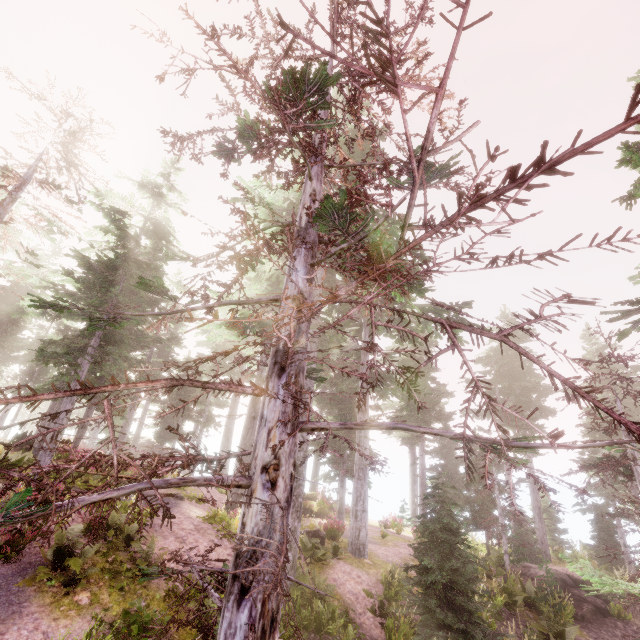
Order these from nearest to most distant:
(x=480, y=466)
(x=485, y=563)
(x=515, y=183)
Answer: (x=515, y=183), (x=485, y=563), (x=480, y=466)

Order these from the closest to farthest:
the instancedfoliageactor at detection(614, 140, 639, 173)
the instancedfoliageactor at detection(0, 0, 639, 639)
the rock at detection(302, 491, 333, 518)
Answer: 1. the instancedfoliageactor at detection(0, 0, 639, 639)
2. the instancedfoliageactor at detection(614, 140, 639, 173)
3. the rock at detection(302, 491, 333, 518)

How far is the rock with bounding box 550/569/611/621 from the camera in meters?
15.2 m

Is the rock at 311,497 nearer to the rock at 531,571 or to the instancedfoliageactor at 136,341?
the instancedfoliageactor at 136,341

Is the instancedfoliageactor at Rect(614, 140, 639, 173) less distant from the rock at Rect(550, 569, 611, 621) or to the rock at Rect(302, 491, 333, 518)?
the rock at Rect(302, 491, 333, 518)

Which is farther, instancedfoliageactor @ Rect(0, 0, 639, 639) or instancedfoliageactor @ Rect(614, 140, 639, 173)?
instancedfoliageactor @ Rect(614, 140, 639, 173)
